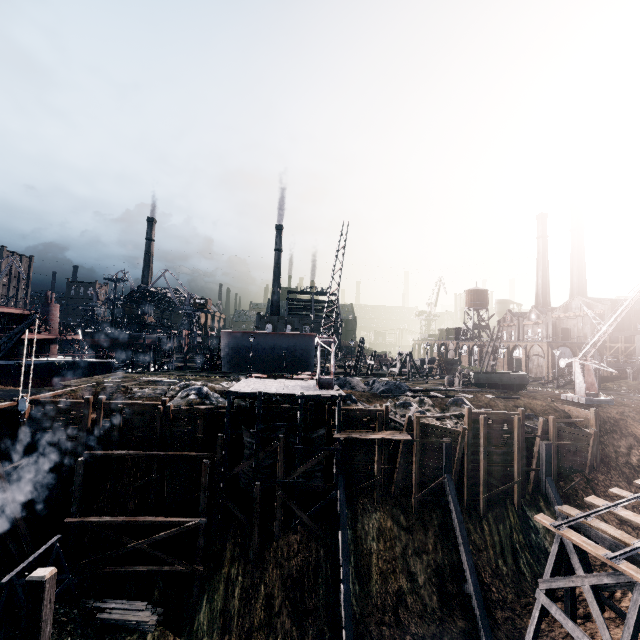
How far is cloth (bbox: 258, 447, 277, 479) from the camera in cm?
2380

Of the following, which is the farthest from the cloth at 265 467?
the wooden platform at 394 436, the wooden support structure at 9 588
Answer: the wooden support structure at 9 588

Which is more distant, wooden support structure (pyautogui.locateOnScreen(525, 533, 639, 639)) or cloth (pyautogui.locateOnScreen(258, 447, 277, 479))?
cloth (pyautogui.locateOnScreen(258, 447, 277, 479))

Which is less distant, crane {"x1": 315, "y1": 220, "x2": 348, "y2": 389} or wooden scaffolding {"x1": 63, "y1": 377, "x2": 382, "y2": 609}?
wooden scaffolding {"x1": 63, "y1": 377, "x2": 382, "y2": 609}

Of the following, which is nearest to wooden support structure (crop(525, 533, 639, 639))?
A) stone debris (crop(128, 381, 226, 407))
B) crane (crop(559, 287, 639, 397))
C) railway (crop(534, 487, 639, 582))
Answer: railway (crop(534, 487, 639, 582))

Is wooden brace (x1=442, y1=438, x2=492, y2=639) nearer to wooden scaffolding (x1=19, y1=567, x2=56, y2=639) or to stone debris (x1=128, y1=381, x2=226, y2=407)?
stone debris (x1=128, y1=381, x2=226, y2=407)

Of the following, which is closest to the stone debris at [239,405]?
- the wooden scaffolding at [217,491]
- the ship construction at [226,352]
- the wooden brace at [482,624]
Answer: the wooden scaffolding at [217,491]

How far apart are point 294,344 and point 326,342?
23.5 meters
